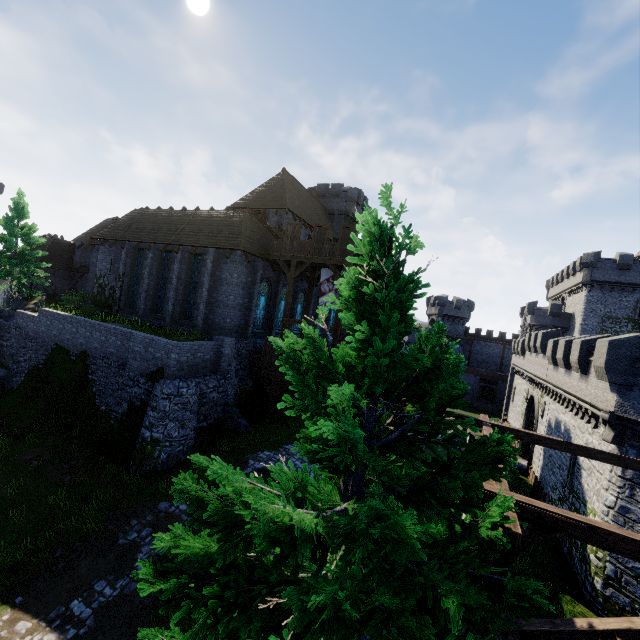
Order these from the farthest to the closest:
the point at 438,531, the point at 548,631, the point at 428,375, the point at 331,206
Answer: the point at 331,206
the point at 548,631
the point at 438,531
the point at 428,375

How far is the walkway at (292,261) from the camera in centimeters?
2023cm

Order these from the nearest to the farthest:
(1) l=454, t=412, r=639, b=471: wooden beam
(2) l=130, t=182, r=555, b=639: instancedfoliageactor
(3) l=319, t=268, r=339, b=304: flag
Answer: (2) l=130, t=182, r=555, b=639: instancedfoliageactor → (1) l=454, t=412, r=639, b=471: wooden beam → (3) l=319, t=268, r=339, b=304: flag

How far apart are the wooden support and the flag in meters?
16.8

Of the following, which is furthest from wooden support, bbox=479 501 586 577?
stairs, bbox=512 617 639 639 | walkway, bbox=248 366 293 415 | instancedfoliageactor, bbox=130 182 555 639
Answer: walkway, bbox=248 366 293 415

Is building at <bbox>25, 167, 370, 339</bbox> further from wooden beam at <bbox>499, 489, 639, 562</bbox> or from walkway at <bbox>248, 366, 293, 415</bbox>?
wooden beam at <bbox>499, 489, 639, 562</bbox>

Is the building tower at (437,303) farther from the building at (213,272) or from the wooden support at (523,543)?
the wooden support at (523,543)

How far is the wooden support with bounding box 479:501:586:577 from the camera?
4.9m
